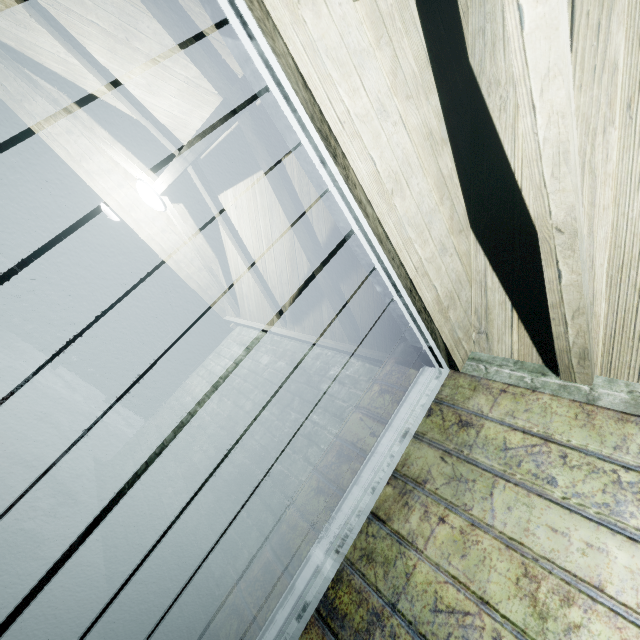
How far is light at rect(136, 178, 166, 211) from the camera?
2.94m

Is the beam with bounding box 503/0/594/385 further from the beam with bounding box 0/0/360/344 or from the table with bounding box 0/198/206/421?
the table with bounding box 0/198/206/421

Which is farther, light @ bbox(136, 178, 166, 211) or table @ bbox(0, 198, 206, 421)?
table @ bbox(0, 198, 206, 421)

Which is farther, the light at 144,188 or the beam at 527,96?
the light at 144,188

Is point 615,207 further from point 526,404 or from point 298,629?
point 298,629

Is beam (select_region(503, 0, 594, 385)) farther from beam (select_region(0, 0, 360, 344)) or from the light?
the light

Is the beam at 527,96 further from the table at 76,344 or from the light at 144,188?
the table at 76,344

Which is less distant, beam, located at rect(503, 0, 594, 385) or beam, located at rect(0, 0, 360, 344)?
beam, located at rect(503, 0, 594, 385)
